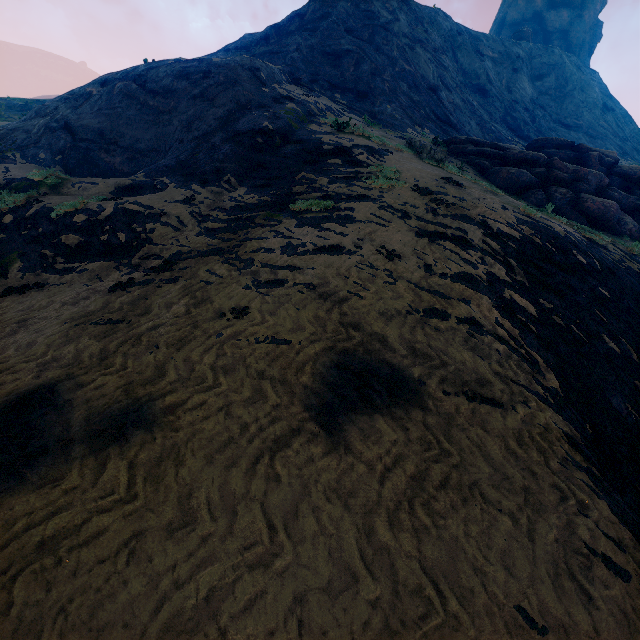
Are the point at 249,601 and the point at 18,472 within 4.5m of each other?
yes

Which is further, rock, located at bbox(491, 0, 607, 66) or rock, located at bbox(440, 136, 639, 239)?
rock, located at bbox(491, 0, 607, 66)

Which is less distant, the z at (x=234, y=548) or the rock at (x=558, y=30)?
the z at (x=234, y=548)

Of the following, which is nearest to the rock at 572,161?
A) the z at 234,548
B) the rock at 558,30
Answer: the z at 234,548

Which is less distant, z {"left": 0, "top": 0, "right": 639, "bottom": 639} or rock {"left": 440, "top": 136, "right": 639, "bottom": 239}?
z {"left": 0, "top": 0, "right": 639, "bottom": 639}

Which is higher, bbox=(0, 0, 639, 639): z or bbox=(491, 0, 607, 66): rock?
bbox=(491, 0, 607, 66): rock

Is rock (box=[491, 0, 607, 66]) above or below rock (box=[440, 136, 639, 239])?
above

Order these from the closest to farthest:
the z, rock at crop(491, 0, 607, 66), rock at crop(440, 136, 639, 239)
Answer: the z < rock at crop(440, 136, 639, 239) < rock at crop(491, 0, 607, 66)
